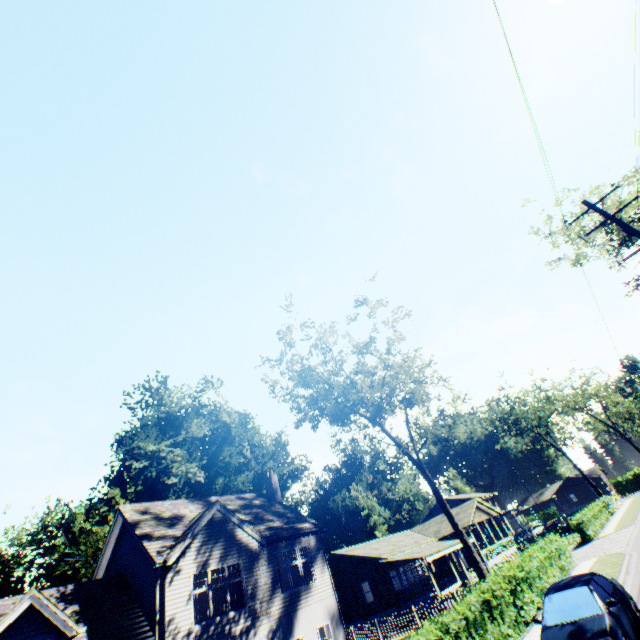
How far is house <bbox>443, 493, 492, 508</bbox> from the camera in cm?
5576

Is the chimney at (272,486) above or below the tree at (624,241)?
below

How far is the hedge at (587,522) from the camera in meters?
28.2 m

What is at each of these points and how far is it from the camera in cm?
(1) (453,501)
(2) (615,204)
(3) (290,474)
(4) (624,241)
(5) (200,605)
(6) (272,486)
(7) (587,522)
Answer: (1) house, 5719
(2) tree, 1936
(3) plant, 5912
(4) tree, 2186
(5) curtain, 1496
(6) chimney, 2588
(7) hedge, 2948

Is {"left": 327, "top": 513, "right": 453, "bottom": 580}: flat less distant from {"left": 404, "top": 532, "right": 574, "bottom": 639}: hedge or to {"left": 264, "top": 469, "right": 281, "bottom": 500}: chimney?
{"left": 264, "top": 469, "right": 281, "bottom": 500}: chimney

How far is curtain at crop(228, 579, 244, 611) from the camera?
15.90m

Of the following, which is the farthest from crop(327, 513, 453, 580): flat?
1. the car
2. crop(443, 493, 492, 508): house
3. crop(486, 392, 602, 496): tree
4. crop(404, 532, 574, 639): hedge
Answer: the car

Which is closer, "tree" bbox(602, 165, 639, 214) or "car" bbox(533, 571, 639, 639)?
"car" bbox(533, 571, 639, 639)
